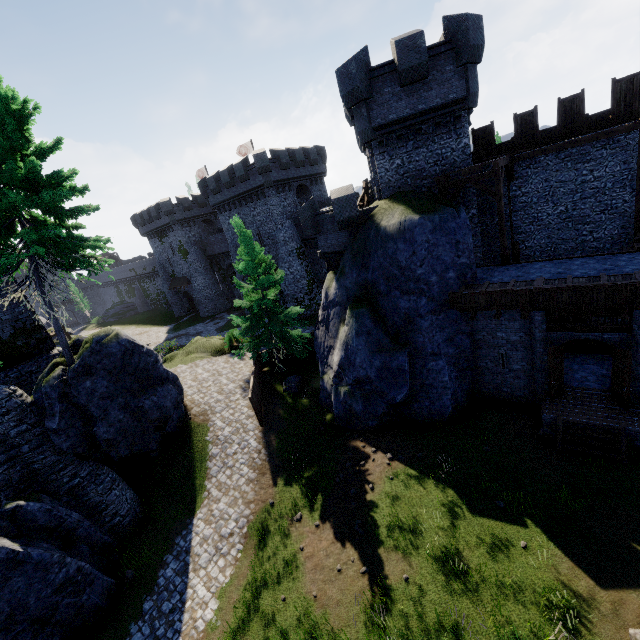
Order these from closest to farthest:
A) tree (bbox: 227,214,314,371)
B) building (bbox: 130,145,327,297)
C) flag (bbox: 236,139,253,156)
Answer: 1. tree (bbox: 227,214,314,371)
2. building (bbox: 130,145,327,297)
3. flag (bbox: 236,139,253,156)

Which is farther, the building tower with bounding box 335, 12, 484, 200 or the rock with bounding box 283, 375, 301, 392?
the rock with bounding box 283, 375, 301, 392

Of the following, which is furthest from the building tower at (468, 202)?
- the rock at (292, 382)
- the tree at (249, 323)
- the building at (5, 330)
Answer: the building at (5, 330)

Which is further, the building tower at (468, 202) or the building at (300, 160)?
the building at (300, 160)

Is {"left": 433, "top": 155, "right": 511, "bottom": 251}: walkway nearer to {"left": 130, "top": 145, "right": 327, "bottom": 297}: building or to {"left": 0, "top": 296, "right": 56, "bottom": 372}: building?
{"left": 130, "top": 145, "right": 327, "bottom": 297}: building

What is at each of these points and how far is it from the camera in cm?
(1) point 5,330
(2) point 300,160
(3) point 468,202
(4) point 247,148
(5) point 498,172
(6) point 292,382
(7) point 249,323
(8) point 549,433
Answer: (1) building, 1537
(2) building, 3494
(3) building tower, 1798
(4) flag, 4341
(5) walkway, 1495
(6) rock, 2172
(7) tree, 2120
(8) rock, 1302

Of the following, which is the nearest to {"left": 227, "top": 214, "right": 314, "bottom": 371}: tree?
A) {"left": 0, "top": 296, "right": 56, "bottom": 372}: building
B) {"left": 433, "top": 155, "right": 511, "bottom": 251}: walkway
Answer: {"left": 0, "top": 296, "right": 56, "bottom": 372}: building

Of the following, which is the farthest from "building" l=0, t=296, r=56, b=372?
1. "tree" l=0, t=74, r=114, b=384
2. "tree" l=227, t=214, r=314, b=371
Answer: "tree" l=227, t=214, r=314, b=371
